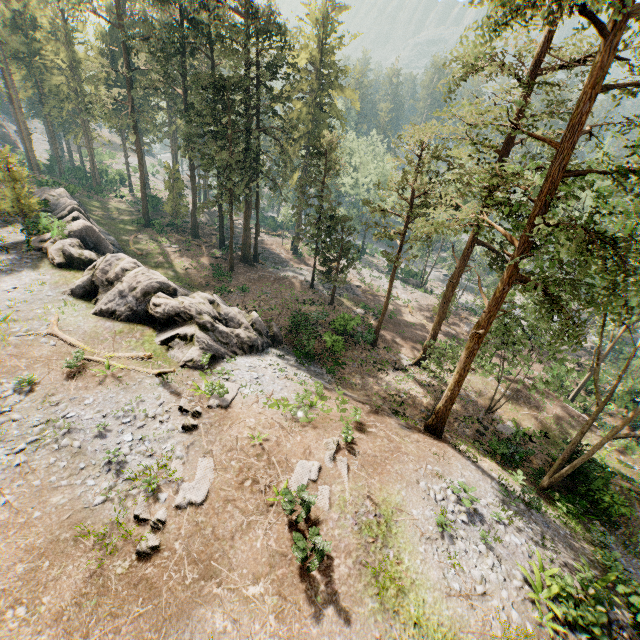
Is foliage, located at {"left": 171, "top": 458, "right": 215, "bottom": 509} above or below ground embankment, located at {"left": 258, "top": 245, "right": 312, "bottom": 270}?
above

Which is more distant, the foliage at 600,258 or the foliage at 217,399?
the foliage at 217,399

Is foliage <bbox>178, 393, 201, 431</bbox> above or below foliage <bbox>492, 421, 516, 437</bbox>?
above

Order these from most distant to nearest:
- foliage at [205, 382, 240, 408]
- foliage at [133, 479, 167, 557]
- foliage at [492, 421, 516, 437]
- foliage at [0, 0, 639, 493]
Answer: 1. foliage at [492, 421, 516, 437]
2. foliage at [205, 382, 240, 408]
3. foliage at [0, 0, 639, 493]
4. foliage at [133, 479, 167, 557]

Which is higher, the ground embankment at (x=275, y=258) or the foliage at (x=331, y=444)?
the foliage at (x=331, y=444)

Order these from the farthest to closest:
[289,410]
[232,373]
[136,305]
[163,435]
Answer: [136,305] < [232,373] < [289,410] < [163,435]
